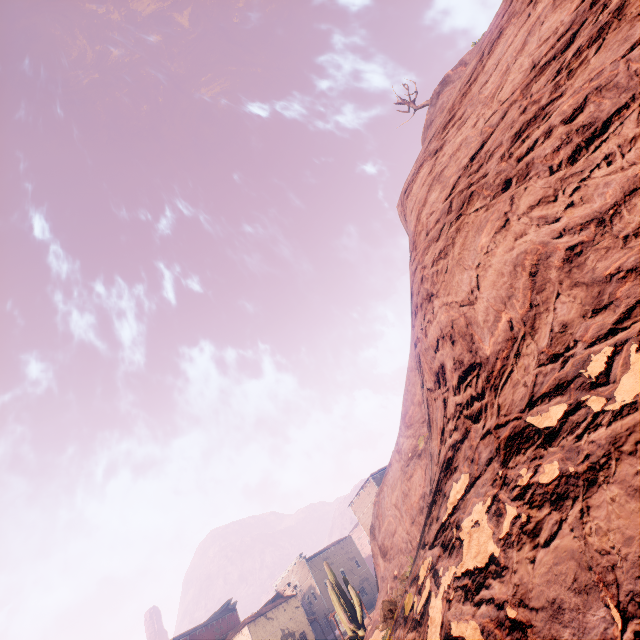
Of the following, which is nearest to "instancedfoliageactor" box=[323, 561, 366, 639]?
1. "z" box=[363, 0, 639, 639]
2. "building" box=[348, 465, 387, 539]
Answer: "z" box=[363, 0, 639, 639]

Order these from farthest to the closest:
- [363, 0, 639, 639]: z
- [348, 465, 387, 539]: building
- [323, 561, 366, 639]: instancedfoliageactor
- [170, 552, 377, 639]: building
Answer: [348, 465, 387, 539]: building < [170, 552, 377, 639]: building < [323, 561, 366, 639]: instancedfoliageactor < [363, 0, 639, 639]: z

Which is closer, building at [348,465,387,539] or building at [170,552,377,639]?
building at [170,552,377,639]

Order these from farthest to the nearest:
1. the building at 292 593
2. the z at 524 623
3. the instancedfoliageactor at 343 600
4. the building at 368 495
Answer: the building at 368 495, the building at 292 593, the instancedfoliageactor at 343 600, the z at 524 623

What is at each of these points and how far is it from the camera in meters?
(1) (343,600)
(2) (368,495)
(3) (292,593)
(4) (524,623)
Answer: (1) instancedfoliageactor, 18.3
(2) building, 43.7
(3) building, 46.4
(4) z, 1.7

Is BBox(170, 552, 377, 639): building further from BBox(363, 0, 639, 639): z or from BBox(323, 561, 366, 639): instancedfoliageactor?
BBox(323, 561, 366, 639): instancedfoliageactor

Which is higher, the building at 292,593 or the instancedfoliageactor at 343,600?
the building at 292,593
